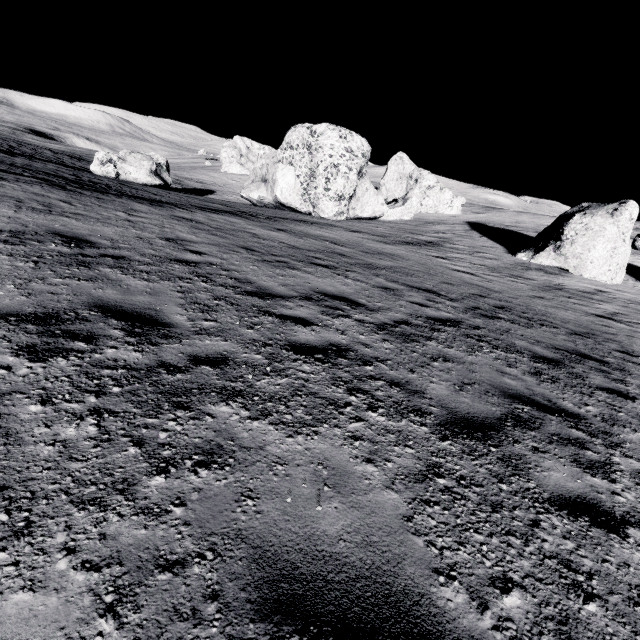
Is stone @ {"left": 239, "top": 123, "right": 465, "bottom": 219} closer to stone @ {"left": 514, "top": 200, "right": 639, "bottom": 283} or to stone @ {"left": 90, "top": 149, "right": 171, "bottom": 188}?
stone @ {"left": 90, "top": 149, "right": 171, "bottom": 188}

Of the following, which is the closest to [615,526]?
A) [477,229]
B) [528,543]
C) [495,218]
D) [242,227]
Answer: [528,543]

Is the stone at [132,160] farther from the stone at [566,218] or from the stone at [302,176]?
the stone at [566,218]

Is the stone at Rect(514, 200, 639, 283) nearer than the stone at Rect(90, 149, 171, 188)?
Yes

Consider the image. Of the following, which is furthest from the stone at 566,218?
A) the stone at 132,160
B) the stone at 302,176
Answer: the stone at 132,160

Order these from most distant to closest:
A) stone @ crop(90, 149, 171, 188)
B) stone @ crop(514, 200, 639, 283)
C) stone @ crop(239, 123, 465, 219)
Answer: stone @ crop(239, 123, 465, 219), stone @ crop(90, 149, 171, 188), stone @ crop(514, 200, 639, 283)

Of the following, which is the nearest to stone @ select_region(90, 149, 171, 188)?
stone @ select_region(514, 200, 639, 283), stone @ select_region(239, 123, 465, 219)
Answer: stone @ select_region(239, 123, 465, 219)
